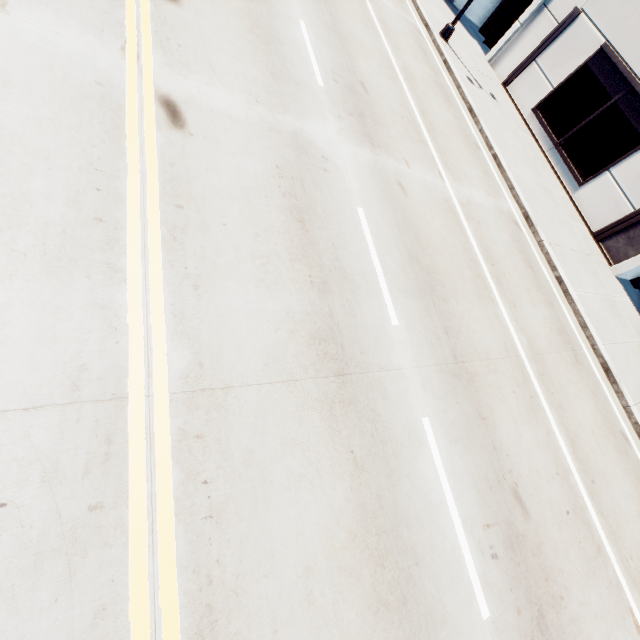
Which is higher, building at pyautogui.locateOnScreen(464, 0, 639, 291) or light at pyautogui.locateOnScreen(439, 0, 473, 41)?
building at pyautogui.locateOnScreen(464, 0, 639, 291)

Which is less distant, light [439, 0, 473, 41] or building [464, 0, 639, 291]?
building [464, 0, 639, 291]

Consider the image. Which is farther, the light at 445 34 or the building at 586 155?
the light at 445 34

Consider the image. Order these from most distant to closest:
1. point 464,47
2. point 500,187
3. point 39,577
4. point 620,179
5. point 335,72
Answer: point 464,47 → point 620,179 → point 500,187 → point 335,72 → point 39,577

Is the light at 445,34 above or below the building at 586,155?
below
